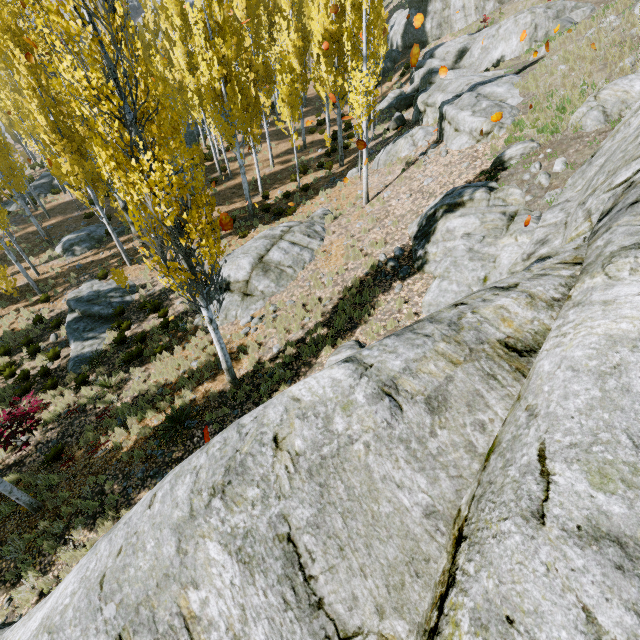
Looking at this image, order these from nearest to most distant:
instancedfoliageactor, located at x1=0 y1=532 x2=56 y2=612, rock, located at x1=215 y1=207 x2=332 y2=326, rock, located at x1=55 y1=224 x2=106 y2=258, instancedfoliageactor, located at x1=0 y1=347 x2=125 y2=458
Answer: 1. instancedfoliageactor, located at x1=0 y1=532 x2=56 y2=612
2. instancedfoliageactor, located at x1=0 y1=347 x2=125 y2=458
3. rock, located at x1=215 y1=207 x2=332 y2=326
4. rock, located at x1=55 y1=224 x2=106 y2=258

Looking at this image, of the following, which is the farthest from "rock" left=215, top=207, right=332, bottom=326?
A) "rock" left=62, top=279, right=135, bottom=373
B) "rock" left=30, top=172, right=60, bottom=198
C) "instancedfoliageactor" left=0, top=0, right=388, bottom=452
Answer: "rock" left=30, top=172, right=60, bottom=198

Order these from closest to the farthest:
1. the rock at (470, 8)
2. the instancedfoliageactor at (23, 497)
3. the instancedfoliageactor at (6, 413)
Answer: the instancedfoliageactor at (23, 497), the instancedfoliageactor at (6, 413), the rock at (470, 8)

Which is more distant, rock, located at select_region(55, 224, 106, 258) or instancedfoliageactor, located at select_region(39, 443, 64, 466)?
rock, located at select_region(55, 224, 106, 258)

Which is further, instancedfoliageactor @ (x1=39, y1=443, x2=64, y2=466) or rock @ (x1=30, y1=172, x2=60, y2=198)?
rock @ (x1=30, y1=172, x2=60, y2=198)

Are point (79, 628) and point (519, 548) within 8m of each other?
yes

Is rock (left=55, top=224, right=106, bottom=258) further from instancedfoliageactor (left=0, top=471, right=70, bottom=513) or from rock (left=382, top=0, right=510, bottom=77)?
rock (left=382, top=0, right=510, bottom=77)

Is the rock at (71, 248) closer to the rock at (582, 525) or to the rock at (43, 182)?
the rock at (43, 182)
